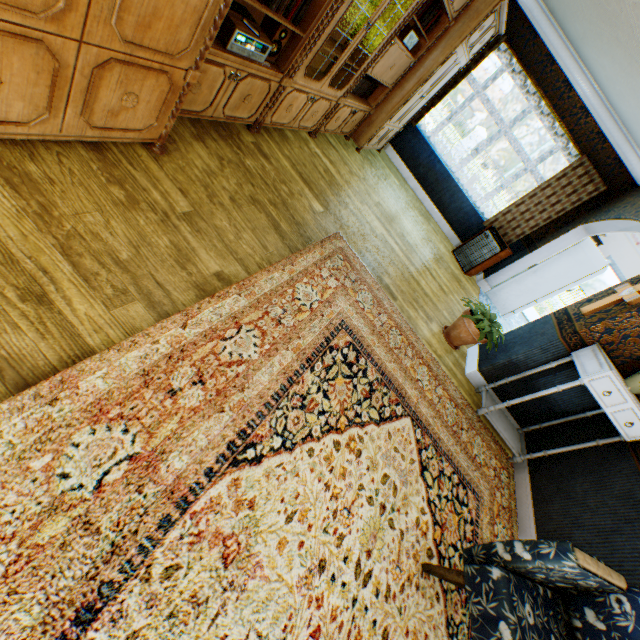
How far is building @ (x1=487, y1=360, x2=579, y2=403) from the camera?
3.6 meters

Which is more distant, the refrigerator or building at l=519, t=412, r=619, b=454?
the refrigerator

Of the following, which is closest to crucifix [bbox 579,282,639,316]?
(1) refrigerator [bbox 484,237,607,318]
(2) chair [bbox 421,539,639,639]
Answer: (2) chair [bbox 421,539,639,639]

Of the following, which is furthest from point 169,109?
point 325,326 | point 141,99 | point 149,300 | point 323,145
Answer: point 323,145

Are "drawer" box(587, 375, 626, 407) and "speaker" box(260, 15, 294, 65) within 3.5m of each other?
no

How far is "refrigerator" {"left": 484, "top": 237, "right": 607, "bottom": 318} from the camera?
6.1m

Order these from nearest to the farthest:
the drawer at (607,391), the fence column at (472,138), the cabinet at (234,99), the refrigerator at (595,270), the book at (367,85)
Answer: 1. the cabinet at (234,99)
2. the drawer at (607,391)
3. the book at (367,85)
4. the refrigerator at (595,270)
5. the fence column at (472,138)

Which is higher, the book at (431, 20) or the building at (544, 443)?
the book at (431, 20)
